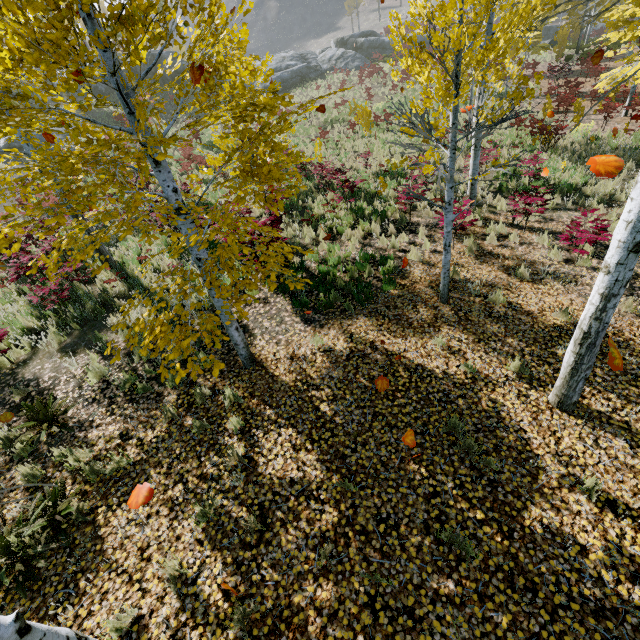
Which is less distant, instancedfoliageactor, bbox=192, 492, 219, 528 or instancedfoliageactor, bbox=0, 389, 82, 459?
instancedfoliageactor, bbox=192, 492, 219, 528

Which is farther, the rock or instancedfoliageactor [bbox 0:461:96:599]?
the rock

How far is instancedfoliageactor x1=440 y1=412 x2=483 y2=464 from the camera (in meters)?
4.24

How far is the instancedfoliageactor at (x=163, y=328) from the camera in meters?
2.9

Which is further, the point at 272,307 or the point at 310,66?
the point at 310,66

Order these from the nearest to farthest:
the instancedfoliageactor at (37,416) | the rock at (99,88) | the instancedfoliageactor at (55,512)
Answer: the instancedfoliageactor at (55,512), the instancedfoliageactor at (37,416), the rock at (99,88)

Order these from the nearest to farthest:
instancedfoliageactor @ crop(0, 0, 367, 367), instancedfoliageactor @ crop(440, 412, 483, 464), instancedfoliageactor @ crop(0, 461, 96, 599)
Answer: instancedfoliageactor @ crop(0, 0, 367, 367) → instancedfoliageactor @ crop(0, 461, 96, 599) → instancedfoliageactor @ crop(440, 412, 483, 464)
